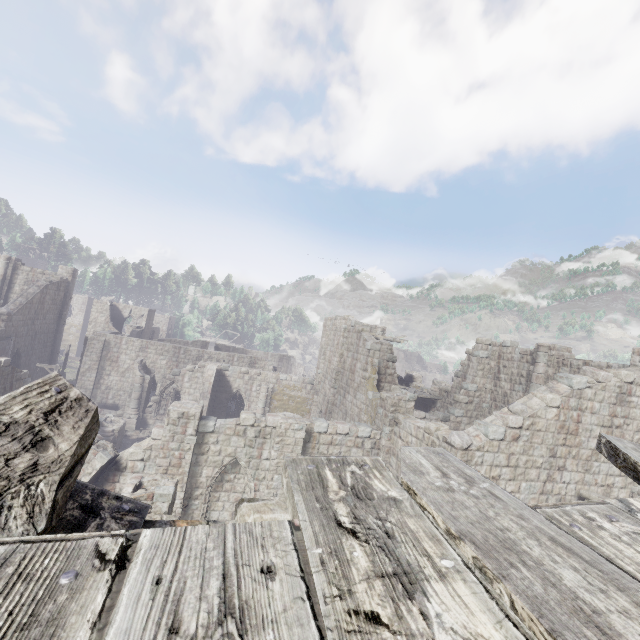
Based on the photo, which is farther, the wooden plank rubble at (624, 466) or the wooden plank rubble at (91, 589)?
the wooden plank rubble at (624, 466)

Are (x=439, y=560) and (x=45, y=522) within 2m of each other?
yes

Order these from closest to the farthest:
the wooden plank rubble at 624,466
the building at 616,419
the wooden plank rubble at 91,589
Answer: the wooden plank rubble at 91,589 < the wooden plank rubble at 624,466 < the building at 616,419

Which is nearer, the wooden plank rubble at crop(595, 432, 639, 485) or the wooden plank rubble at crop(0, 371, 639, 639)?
the wooden plank rubble at crop(0, 371, 639, 639)

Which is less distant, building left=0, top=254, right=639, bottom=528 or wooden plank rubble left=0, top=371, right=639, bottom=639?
wooden plank rubble left=0, top=371, right=639, bottom=639

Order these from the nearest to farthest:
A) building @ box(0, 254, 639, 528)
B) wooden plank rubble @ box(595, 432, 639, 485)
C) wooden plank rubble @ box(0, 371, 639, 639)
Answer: wooden plank rubble @ box(0, 371, 639, 639) < wooden plank rubble @ box(595, 432, 639, 485) < building @ box(0, 254, 639, 528)

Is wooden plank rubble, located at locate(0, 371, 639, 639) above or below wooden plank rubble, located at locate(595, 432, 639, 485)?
below
